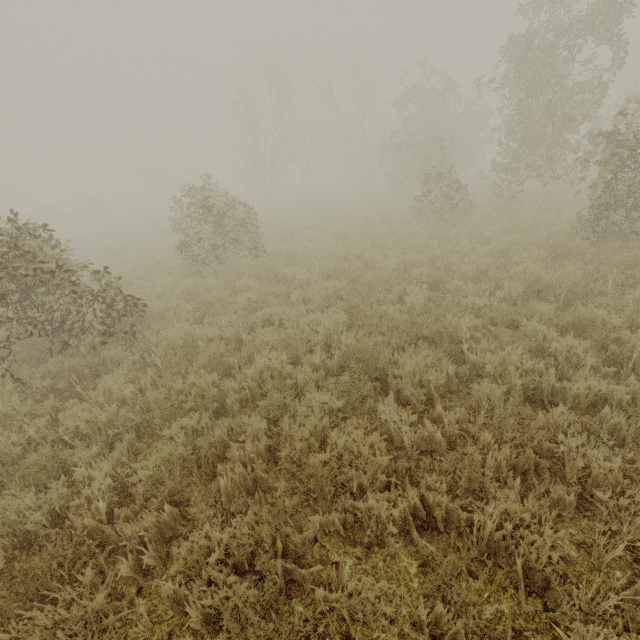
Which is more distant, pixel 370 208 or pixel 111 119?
pixel 111 119
